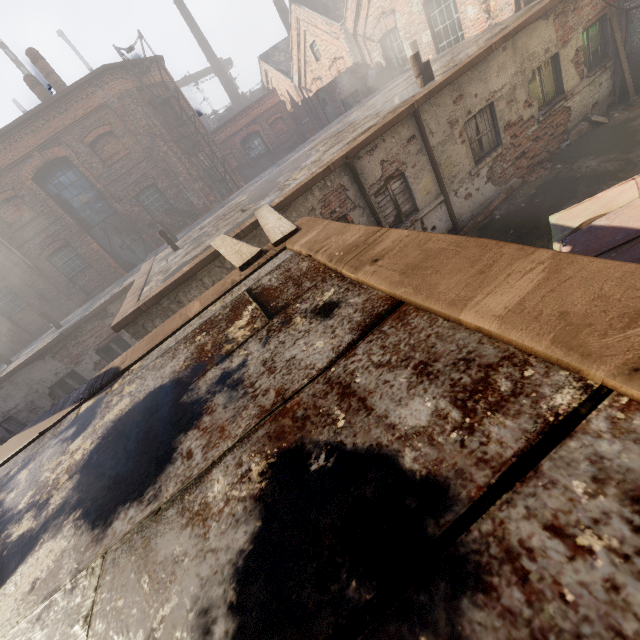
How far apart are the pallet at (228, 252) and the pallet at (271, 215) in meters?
0.2 m

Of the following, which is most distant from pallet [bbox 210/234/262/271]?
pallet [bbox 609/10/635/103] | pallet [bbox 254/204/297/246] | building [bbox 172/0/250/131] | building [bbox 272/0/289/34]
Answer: building [bbox 172/0/250/131]

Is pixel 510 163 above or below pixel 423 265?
below

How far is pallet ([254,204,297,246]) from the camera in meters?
3.9

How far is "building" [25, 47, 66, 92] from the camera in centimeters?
1393cm

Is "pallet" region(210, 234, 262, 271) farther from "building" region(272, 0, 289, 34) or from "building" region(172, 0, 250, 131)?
"building" region(172, 0, 250, 131)

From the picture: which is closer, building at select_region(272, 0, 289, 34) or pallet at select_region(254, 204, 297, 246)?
pallet at select_region(254, 204, 297, 246)

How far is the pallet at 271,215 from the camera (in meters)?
3.94
